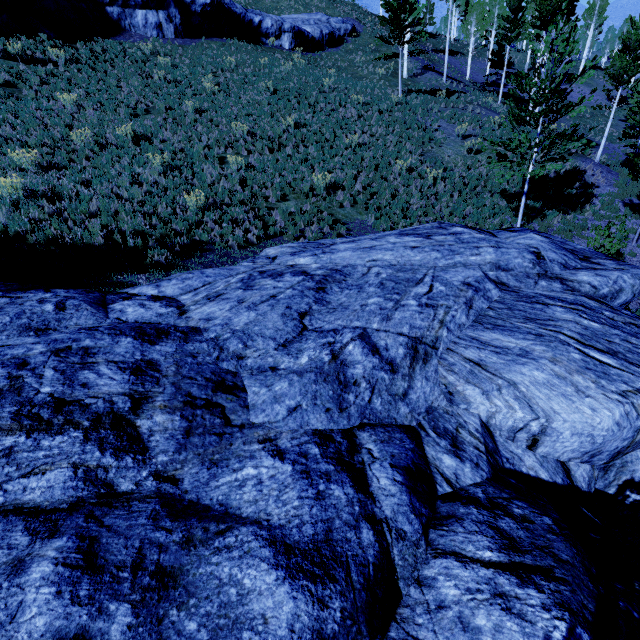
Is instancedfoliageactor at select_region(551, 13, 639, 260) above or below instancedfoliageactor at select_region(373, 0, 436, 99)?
below

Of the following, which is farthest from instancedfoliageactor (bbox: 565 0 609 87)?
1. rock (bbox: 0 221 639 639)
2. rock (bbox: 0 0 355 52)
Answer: rock (bbox: 0 0 355 52)

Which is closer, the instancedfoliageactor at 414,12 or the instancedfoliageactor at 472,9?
the instancedfoliageactor at 472,9

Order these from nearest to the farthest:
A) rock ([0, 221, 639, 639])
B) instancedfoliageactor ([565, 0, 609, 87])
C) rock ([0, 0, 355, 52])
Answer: rock ([0, 221, 639, 639])
instancedfoliageactor ([565, 0, 609, 87])
rock ([0, 0, 355, 52])

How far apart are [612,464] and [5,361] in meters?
8.0

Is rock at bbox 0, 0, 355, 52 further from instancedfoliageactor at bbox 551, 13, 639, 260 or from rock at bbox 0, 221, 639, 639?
rock at bbox 0, 221, 639, 639
